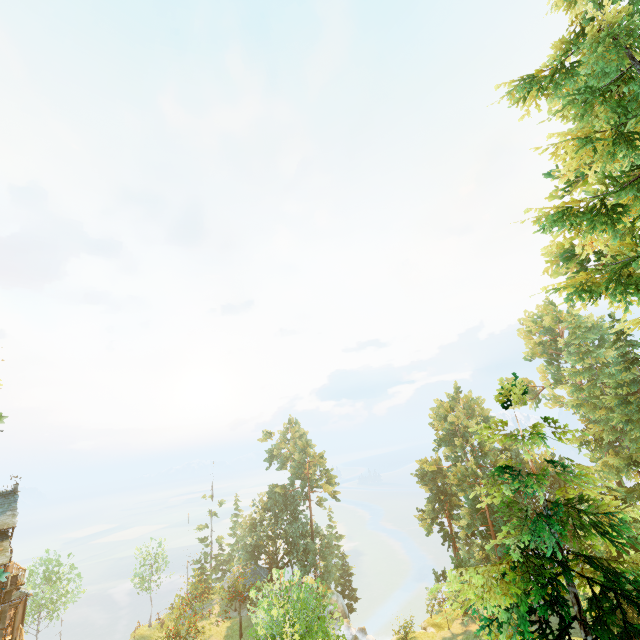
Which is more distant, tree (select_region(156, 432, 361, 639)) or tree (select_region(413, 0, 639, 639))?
tree (select_region(156, 432, 361, 639))

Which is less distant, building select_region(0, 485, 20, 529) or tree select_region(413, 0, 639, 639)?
tree select_region(413, 0, 639, 639)

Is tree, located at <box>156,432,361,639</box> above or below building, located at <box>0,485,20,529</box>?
below

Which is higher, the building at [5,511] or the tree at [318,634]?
the building at [5,511]

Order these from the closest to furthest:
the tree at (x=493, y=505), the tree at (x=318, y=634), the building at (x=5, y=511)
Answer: the tree at (x=493, y=505) < the tree at (x=318, y=634) < the building at (x=5, y=511)

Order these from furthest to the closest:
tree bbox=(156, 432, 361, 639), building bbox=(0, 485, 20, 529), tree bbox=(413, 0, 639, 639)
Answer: building bbox=(0, 485, 20, 529) < tree bbox=(156, 432, 361, 639) < tree bbox=(413, 0, 639, 639)

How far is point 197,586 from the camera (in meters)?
42.88
